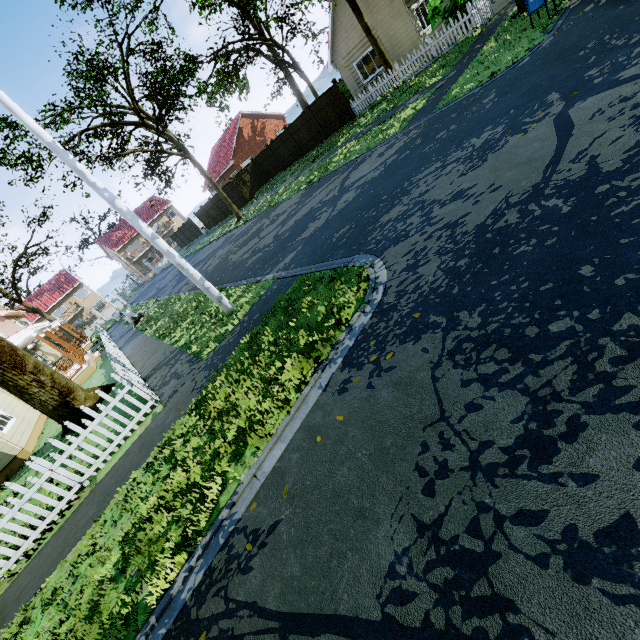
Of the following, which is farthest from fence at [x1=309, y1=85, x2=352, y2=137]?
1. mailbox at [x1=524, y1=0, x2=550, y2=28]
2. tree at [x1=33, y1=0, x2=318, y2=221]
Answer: mailbox at [x1=524, y1=0, x2=550, y2=28]

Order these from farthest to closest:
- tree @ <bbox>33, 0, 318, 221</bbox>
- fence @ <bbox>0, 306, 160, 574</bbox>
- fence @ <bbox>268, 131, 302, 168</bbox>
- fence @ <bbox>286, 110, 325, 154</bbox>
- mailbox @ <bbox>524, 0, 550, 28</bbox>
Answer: fence @ <bbox>268, 131, 302, 168</bbox>, fence @ <bbox>286, 110, 325, 154</bbox>, tree @ <bbox>33, 0, 318, 221</bbox>, mailbox @ <bbox>524, 0, 550, 28</bbox>, fence @ <bbox>0, 306, 160, 574</bbox>

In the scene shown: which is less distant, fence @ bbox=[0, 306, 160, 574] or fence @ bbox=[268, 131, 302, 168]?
fence @ bbox=[0, 306, 160, 574]

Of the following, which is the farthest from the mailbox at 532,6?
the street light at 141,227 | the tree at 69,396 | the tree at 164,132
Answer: the street light at 141,227

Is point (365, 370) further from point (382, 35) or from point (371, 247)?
point (382, 35)

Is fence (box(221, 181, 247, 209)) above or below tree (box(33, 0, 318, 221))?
below

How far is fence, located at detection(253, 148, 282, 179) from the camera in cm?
2764

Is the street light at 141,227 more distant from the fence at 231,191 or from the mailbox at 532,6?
the mailbox at 532,6
